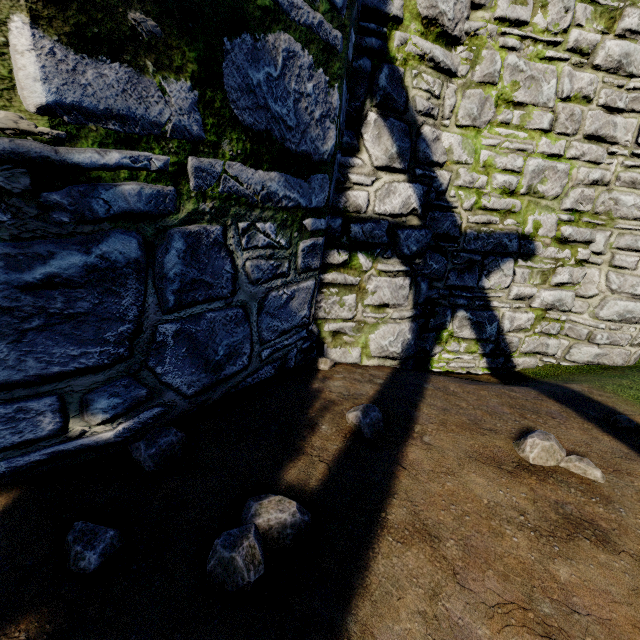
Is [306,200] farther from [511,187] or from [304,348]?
[511,187]

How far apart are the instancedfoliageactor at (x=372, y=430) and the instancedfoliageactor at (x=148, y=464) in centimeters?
125cm

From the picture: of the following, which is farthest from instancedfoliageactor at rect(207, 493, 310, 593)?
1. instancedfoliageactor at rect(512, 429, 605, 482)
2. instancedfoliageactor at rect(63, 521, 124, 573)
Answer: instancedfoliageactor at rect(512, 429, 605, 482)

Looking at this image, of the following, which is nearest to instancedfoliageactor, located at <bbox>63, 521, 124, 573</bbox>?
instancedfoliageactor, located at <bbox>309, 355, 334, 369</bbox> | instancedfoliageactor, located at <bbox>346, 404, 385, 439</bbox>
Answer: instancedfoliageactor, located at <bbox>346, 404, 385, 439</bbox>

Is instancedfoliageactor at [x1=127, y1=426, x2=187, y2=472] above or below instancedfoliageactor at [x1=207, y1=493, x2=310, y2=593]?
below

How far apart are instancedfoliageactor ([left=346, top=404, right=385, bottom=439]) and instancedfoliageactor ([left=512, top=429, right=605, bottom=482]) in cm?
101

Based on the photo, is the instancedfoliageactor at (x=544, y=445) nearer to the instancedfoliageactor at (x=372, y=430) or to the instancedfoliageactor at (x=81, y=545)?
the instancedfoliageactor at (x=372, y=430)

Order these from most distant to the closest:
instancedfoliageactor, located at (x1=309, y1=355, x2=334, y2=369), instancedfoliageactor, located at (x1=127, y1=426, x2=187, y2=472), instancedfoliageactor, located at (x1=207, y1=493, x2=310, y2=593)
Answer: instancedfoliageactor, located at (x1=309, y1=355, x2=334, y2=369) < instancedfoliageactor, located at (x1=127, y1=426, x2=187, y2=472) < instancedfoliageactor, located at (x1=207, y1=493, x2=310, y2=593)
